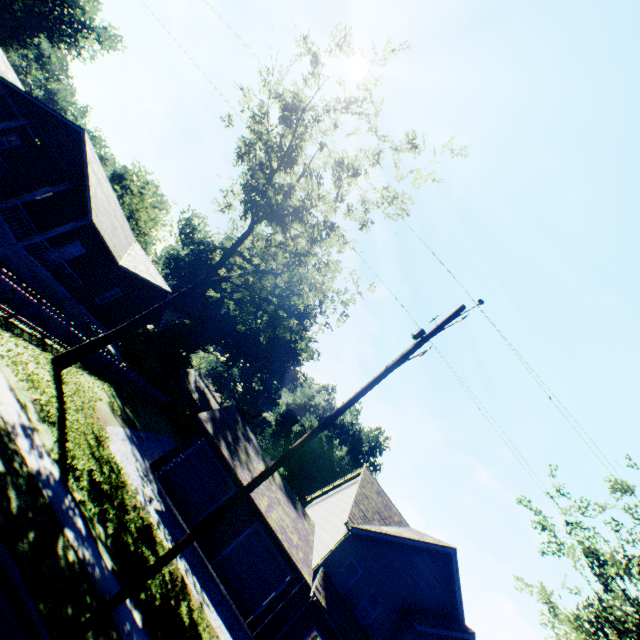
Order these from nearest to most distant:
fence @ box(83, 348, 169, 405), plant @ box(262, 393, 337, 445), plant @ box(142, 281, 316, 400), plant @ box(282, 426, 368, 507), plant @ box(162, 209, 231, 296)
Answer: fence @ box(83, 348, 169, 405)
plant @ box(162, 209, 231, 296)
plant @ box(142, 281, 316, 400)
plant @ box(282, 426, 368, 507)
plant @ box(262, 393, 337, 445)

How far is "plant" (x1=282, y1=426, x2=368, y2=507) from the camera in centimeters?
4909cm

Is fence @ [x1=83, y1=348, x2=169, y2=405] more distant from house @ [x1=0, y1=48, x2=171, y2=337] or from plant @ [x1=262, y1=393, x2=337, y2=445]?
plant @ [x1=262, y1=393, x2=337, y2=445]

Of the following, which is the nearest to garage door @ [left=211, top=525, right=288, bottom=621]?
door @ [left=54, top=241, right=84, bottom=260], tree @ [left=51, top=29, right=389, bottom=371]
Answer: tree @ [left=51, top=29, right=389, bottom=371]

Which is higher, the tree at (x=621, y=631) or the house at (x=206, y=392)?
the tree at (x=621, y=631)

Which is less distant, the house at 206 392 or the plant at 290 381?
the plant at 290 381

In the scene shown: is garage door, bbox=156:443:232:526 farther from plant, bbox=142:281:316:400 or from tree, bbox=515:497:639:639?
plant, bbox=142:281:316:400

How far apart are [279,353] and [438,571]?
35.50m
